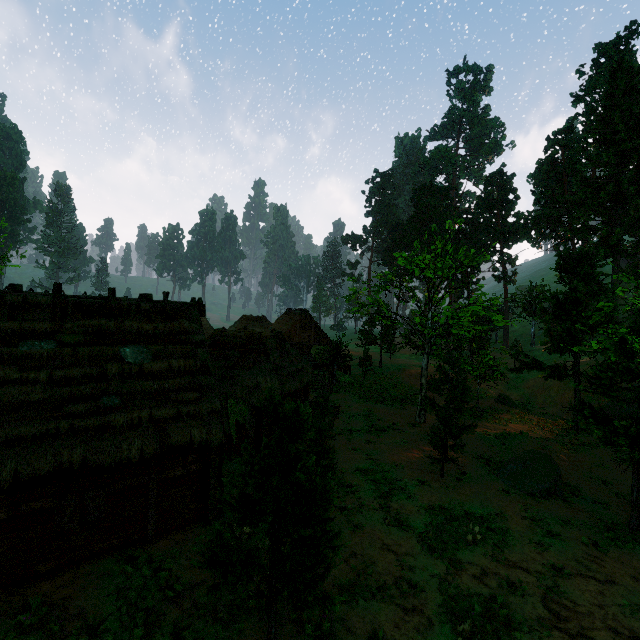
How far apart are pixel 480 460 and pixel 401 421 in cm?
640

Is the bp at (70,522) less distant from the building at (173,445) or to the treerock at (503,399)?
the building at (173,445)

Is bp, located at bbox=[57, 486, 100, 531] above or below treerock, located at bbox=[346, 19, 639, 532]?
below

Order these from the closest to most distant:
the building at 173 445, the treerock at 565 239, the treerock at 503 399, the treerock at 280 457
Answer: the treerock at 280 457, the building at 173 445, the treerock at 565 239, the treerock at 503 399

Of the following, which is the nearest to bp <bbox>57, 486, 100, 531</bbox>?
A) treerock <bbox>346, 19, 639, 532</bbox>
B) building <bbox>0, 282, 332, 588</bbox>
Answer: building <bbox>0, 282, 332, 588</bbox>

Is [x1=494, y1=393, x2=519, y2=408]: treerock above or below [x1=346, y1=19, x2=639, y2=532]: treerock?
below
